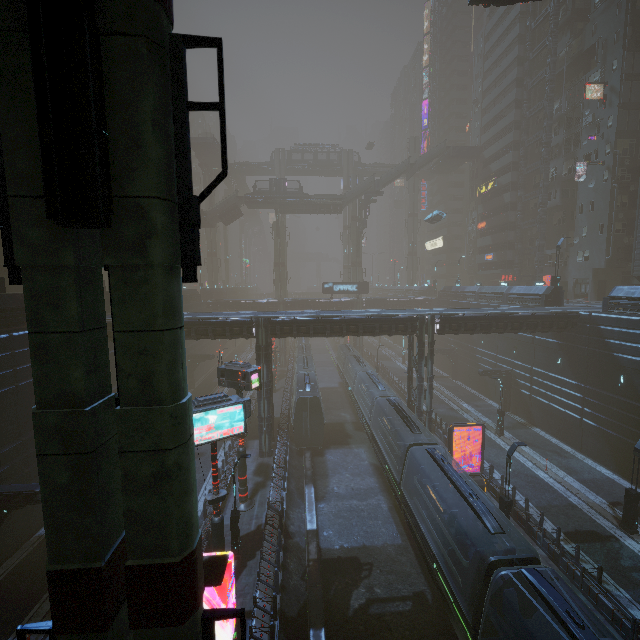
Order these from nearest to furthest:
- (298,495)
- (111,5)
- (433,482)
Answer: (111,5) → (433,482) → (298,495)

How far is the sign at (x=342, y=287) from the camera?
52.88m

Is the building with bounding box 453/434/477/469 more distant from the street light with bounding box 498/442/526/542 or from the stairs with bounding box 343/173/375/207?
the street light with bounding box 498/442/526/542

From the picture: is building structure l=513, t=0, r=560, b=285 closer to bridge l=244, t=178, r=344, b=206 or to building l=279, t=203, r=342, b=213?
→ building l=279, t=203, r=342, b=213

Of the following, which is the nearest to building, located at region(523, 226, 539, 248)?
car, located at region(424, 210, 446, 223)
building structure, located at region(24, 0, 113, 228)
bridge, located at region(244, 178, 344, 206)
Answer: bridge, located at region(244, 178, 344, 206)

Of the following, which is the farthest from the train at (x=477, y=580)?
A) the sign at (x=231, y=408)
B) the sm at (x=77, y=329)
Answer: the sign at (x=231, y=408)

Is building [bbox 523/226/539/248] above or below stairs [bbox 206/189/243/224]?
below

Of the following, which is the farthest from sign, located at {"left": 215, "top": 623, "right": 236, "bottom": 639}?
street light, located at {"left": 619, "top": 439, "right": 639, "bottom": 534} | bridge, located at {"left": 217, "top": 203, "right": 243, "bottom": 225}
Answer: bridge, located at {"left": 217, "top": 203, "right": 243, "bottom": 225}
